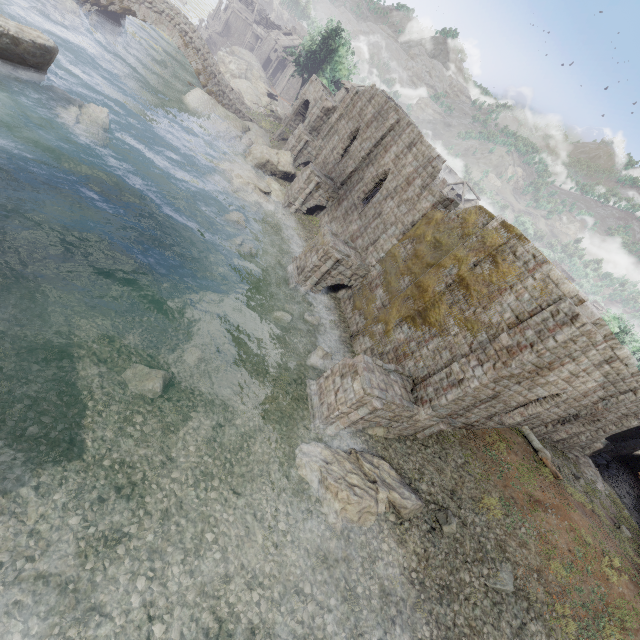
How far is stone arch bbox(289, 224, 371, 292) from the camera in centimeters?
1844cm

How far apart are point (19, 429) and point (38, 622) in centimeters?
409cm

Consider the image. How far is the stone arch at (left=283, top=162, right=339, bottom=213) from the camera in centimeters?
2495cm

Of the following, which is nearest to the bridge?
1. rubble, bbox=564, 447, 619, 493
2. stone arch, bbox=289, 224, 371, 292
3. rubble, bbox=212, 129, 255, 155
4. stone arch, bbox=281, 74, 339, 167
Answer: stone arch, bbox=281, 74, 339, 167

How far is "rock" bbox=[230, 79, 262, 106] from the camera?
40.0m

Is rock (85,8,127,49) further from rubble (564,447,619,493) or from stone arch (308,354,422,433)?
rubble (564,447,619,493)

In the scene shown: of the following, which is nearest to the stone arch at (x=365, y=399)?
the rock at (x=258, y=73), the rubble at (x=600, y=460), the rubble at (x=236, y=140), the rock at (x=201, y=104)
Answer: the rubble at (x=600, y=460)

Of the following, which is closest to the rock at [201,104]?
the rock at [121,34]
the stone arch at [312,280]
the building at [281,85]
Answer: the building at [281,85]
